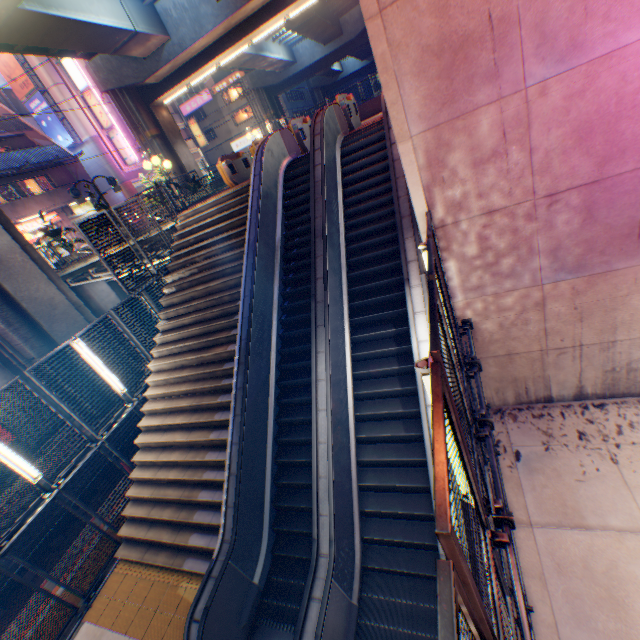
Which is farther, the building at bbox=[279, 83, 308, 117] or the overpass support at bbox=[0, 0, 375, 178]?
the building at bbox=[279, 83, 308, 117]

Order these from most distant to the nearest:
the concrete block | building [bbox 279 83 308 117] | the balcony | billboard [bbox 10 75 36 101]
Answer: building [bbox 279 83 308 117], billboard [bbox 10 75 36 101], the balcony, the concrete block

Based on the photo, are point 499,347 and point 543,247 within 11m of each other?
yes

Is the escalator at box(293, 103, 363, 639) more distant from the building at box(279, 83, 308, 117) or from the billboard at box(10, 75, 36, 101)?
the building at box(279, 83, 308, 117)

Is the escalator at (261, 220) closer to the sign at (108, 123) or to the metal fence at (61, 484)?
the metal fence at (61, 484)

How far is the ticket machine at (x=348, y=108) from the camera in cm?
1120

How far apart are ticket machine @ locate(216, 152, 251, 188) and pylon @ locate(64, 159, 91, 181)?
22.34m

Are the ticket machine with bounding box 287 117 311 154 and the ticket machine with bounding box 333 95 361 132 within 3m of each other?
yes
